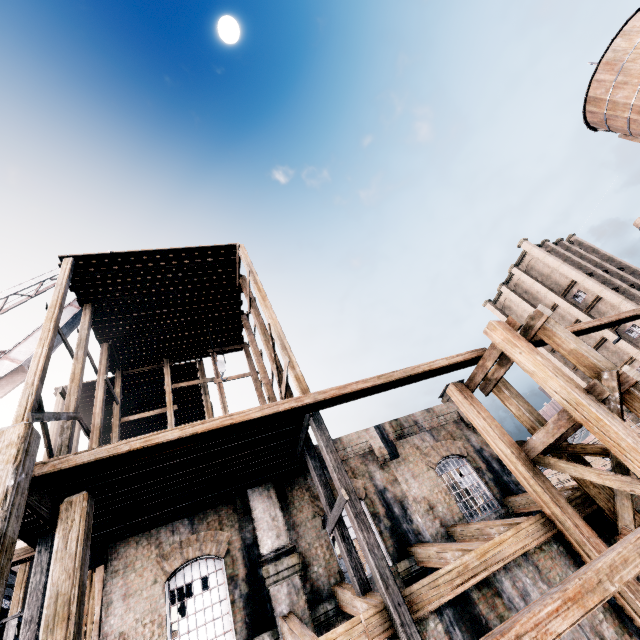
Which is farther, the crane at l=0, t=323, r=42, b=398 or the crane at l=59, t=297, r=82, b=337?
the crane at l=59, t=297, r=82, b=337

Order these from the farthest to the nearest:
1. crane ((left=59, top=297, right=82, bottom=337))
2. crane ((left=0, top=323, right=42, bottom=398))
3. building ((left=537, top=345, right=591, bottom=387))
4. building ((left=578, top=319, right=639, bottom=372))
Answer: building ((left=537, top=345, right=591, bottom=387))
building ((left=578, top=319, right=639, bottom=372))
crane ((left=59, top=297, right=82, bottom=337))
crane ((left=0, top=323, right=42, bottom=398))

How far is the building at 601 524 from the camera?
9.7 meters

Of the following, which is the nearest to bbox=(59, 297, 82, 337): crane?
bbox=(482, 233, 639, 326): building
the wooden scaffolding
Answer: the wooden scaffolding

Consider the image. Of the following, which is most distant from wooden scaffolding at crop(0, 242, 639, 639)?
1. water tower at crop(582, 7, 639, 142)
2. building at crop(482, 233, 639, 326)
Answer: building at crop(482, 233, 639, 326)

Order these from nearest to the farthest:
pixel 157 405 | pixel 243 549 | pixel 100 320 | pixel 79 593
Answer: pixel 79 593 → pixel 243 549 → pixel 100 320 → pixel 157 405

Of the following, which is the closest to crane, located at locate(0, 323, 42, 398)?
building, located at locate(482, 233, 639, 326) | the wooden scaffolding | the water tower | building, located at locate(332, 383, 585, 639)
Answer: the wooden scaffolding

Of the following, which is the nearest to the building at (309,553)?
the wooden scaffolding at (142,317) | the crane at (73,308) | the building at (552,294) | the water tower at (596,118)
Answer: the wooden scaffolding at (142,317)
